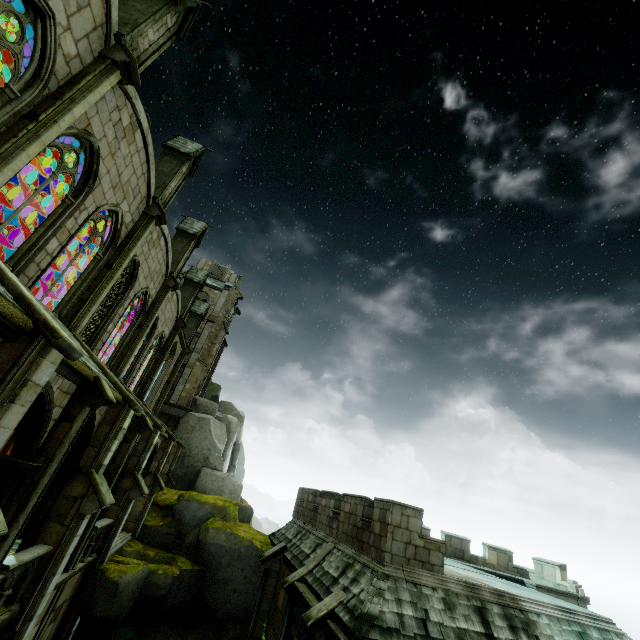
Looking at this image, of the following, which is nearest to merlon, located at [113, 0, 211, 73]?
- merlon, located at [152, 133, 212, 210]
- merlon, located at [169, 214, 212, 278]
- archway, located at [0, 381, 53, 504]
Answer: merlon, located at [152, 133, 212, 210]

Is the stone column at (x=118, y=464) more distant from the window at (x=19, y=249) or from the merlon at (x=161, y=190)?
the merlon at (x=161, y=190)

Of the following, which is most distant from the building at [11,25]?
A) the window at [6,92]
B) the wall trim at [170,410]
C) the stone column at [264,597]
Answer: the stone column at [264,597]

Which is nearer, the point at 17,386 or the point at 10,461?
the point at 17,386

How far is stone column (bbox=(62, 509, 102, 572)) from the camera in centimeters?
1094cm

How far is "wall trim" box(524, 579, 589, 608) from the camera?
20.7 meters

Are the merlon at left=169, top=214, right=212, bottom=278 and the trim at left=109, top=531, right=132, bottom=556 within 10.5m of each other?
no

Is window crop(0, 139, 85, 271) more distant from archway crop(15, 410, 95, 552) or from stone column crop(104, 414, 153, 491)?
stone column crop(104, 414, 153, 491)
